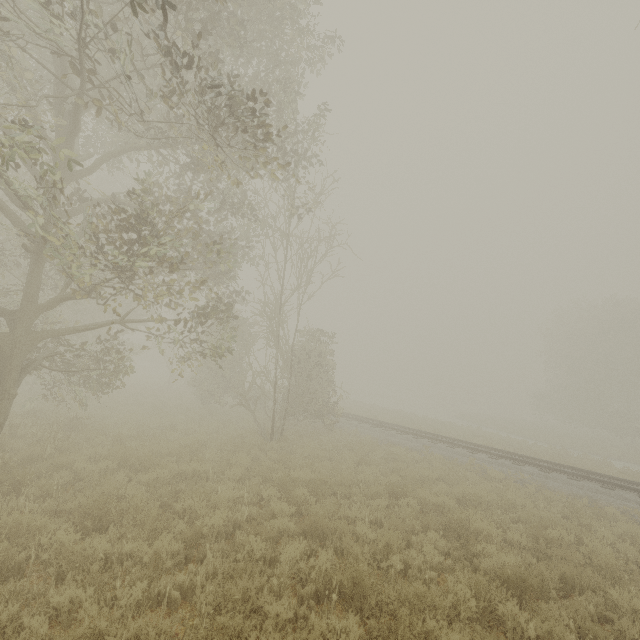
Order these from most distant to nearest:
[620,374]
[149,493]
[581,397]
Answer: [581,397] → [620,374] → [149,493]

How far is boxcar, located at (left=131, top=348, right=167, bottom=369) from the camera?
50.0m

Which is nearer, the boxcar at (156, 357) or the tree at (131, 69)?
the tree at (131, 69)

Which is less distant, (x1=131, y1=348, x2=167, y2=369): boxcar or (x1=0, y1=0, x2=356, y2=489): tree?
(x1=0, y1=0, x2=356, y2=489): tree

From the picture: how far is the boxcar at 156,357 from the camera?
50.0m
